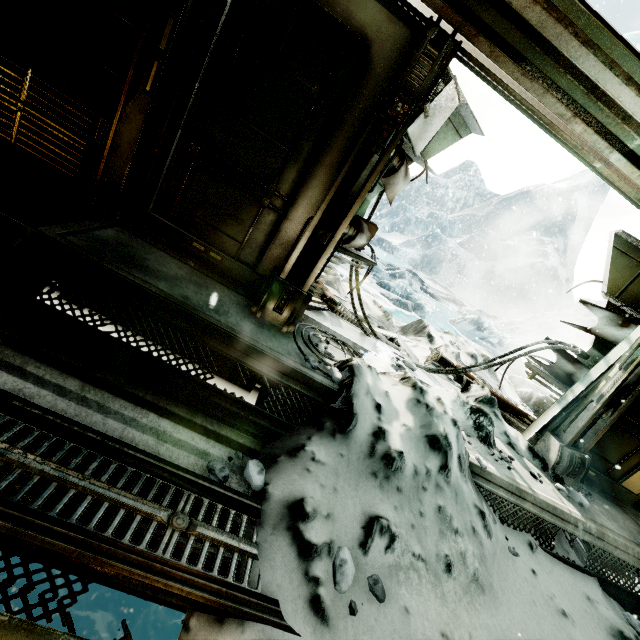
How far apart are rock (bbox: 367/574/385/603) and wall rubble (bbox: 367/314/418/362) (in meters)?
2.94

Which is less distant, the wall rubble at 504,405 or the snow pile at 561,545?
the snow pile at 561,545

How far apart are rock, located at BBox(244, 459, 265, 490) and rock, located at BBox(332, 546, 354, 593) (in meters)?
0.58

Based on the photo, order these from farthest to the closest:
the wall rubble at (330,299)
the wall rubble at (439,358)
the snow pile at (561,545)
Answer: the wall rubble at (439,358) < the wall rubble at (330,299) < the snow pile at (561,545)

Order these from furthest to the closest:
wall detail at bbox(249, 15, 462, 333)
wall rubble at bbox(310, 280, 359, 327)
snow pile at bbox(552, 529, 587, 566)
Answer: wall rubble at bbox(310, 280, 359, 327) < snow pile at bbox(552, 529, 587, 566) < wall detail at bbox(249, 15, 462, 333)

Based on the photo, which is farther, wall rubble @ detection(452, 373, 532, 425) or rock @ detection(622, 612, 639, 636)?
wall rubble @ detection(452, 373, 532, 425)

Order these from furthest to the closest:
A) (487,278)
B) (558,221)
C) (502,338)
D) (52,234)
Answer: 1. (558,221)
2. (487,278)
3. (502,338)
4. (52,234)

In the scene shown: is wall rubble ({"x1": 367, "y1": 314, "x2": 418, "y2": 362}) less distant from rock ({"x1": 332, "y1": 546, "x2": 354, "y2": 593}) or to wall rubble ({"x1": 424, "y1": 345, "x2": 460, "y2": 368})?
wall rubble ({"x1": 424, "y1": 345, "x2": 460, "y2": 368})
